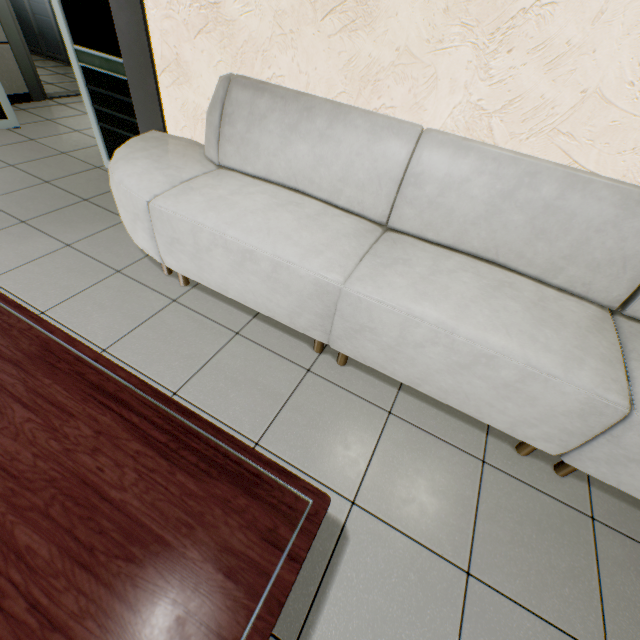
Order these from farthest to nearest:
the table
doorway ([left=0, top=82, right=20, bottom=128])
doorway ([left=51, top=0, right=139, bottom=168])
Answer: doorway ([left=0, top=82, right=20, bottom=128]) < doorway ([left=51, top=0, right=139, bottom=168]) < the table

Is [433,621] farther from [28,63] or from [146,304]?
[28,63]

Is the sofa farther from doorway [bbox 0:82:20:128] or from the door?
the door

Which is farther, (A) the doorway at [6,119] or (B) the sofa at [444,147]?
(A) the doorway at [6,119]

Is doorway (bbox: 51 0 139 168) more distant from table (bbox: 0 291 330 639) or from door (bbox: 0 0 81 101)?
table (bbox: 0 291 330 639)

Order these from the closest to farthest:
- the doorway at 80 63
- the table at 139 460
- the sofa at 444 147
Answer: → the table at 139 460 → the sofa at 444 147 → the doorway at 80 63

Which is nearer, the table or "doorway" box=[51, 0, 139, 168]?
the table
